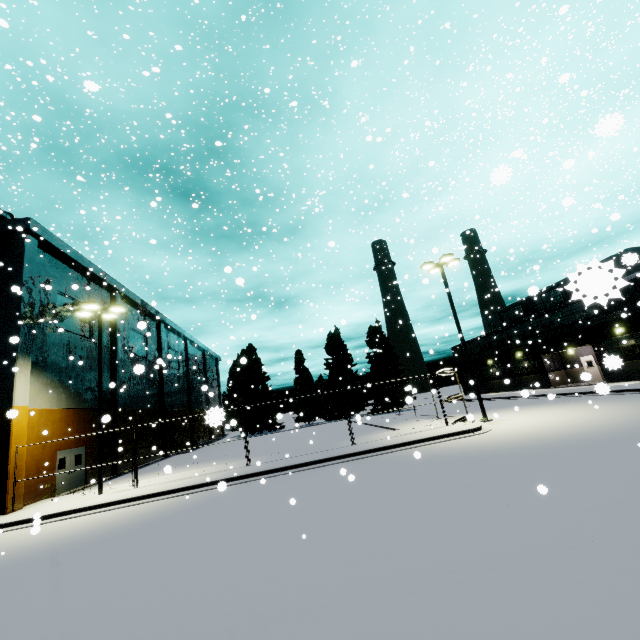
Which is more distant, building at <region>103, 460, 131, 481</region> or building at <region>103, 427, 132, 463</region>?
building at <region>103, 427, 132, 463</region>

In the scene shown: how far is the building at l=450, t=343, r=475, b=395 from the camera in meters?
48.4 m

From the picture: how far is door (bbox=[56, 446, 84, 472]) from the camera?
19.6 meters

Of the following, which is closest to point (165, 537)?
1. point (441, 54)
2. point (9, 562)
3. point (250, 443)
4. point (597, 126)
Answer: point (9, 562)

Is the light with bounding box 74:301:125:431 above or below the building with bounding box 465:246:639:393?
above

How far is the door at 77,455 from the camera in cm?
1964

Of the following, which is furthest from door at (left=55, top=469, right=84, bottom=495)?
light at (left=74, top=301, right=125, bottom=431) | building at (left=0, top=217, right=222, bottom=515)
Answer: light at (left=74, top=301, right=125, bottom=431)

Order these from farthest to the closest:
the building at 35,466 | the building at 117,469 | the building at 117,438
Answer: the building at 117,438 → the building at 117,469 → the building at 35,466
